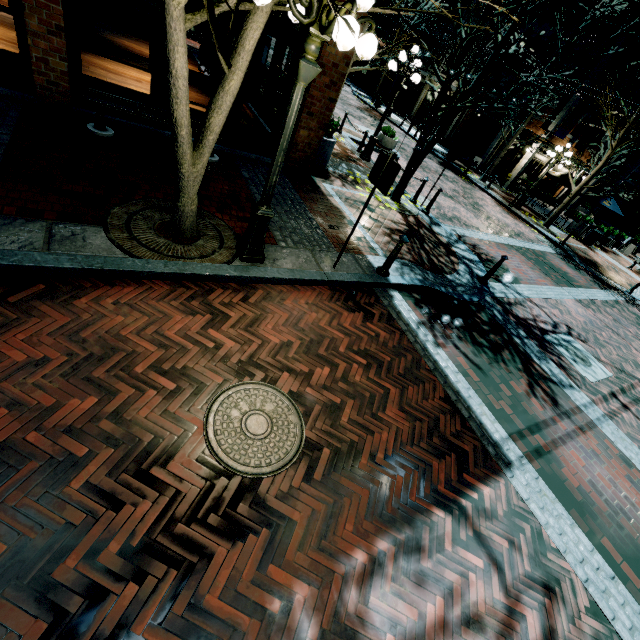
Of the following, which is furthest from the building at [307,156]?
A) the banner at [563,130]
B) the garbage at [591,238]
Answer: the garbage at [591,238]

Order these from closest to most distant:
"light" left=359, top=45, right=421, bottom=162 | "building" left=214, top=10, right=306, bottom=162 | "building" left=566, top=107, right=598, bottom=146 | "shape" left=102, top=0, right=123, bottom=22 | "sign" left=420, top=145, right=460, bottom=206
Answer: "building" left=214, top=10, right=306, bottom=162, "sign" left=420, top=145, right=460, bottom=206, "light" left=359, top=45, right=421, bottom=162, "shape" left=102, top=0, right=123, bottom=22, "building" left=566, top=107, right=598, bottom=146

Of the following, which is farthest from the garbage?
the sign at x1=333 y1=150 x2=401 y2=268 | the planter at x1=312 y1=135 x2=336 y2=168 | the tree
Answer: the sign at x1=333 y1=150 x2=401 y2=268

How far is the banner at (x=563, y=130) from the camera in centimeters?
1905cm

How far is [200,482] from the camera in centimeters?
274cm

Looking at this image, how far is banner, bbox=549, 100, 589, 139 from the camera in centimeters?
1905cm

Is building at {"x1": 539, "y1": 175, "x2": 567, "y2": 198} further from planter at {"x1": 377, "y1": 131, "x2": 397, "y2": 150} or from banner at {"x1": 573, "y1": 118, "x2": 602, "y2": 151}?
planter at {"x1": 377, "y1": 131, "x2": 397, "y2": 150}

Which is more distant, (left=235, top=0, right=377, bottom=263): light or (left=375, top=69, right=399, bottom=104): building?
(left=375, top=69, right=399, bottom=104): building
